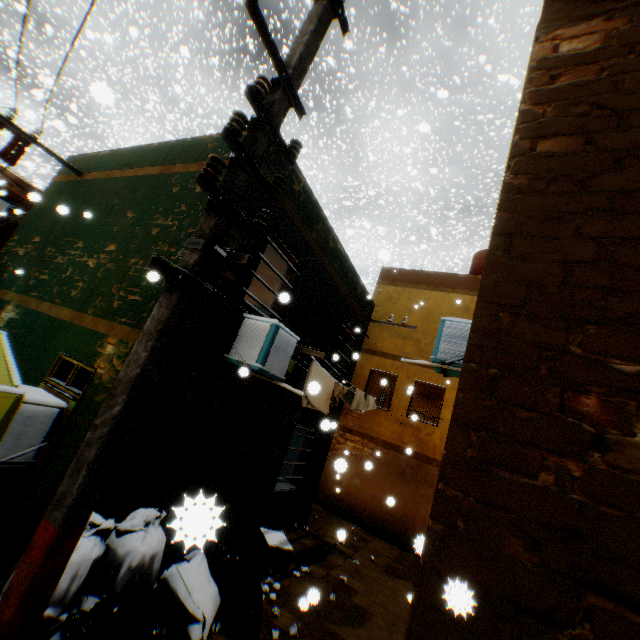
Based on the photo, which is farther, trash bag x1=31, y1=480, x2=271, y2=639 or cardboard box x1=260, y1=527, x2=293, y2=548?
cardboard box x1=260, y1=527, x2=293, y2=548

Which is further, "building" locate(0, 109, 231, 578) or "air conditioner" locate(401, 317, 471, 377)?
"air conditioner" locate(401, 317, 471, 377)

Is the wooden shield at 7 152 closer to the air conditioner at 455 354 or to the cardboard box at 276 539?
the air conditioner at 455 354

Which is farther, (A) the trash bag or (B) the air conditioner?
(B) the air conditioner

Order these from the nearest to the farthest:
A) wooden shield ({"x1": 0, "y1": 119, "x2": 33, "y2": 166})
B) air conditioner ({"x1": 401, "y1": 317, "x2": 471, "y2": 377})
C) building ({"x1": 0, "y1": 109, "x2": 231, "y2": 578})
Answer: building ({"x1": 0, "y1": 109, "x2": 231, "y2": 578}) < air conditioner ({"x1": 401, "y1": 317, "x2": 471, "y2": 377}) < wooden shield ({"x1": 0, "y1": 119, "x2": 33, "y2": 166})

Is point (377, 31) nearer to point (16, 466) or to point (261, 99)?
point (261, 99)

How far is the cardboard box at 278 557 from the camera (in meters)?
5.98

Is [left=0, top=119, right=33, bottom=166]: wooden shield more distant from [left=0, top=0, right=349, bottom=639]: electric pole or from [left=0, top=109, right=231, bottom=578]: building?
[left=0, top=0, right=349, bottom=639]: electric pole
